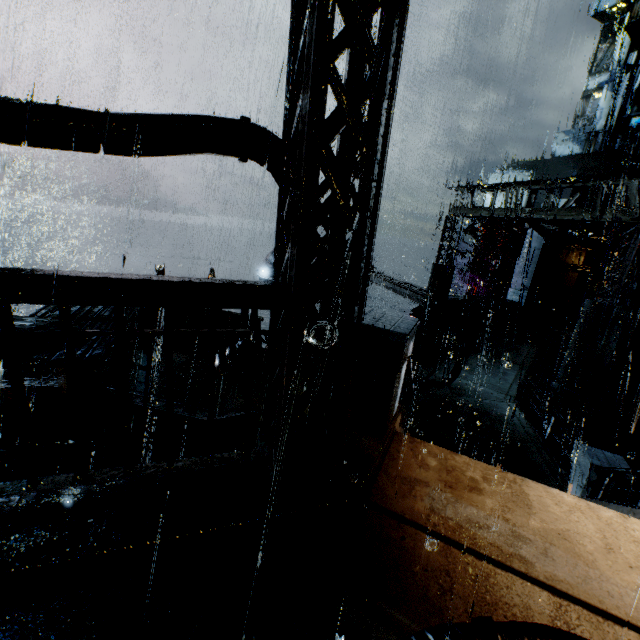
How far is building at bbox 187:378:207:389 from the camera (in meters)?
11.40

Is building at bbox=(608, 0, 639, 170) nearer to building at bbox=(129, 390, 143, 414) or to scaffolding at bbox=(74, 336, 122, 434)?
building at bbox=(129, 390, 143, 414)

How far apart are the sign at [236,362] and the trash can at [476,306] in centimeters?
1347cm

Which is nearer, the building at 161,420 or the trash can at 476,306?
the building at 161,420

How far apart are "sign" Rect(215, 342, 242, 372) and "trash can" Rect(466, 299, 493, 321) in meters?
13.5

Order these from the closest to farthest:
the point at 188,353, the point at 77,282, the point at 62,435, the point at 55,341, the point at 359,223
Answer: the point at 77,282 < the point at 359,223 < the point at 55,341 < the point at 62,435 < the point at 188,353

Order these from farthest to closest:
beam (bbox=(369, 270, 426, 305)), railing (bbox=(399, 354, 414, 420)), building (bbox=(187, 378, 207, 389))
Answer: beam (bbox=(369, 270, 426, 305)), building (bbox=(187, 378, 207, 389)), railing (bbox=(399, 354, 414, 420))

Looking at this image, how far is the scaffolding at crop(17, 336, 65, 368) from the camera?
4.29m
